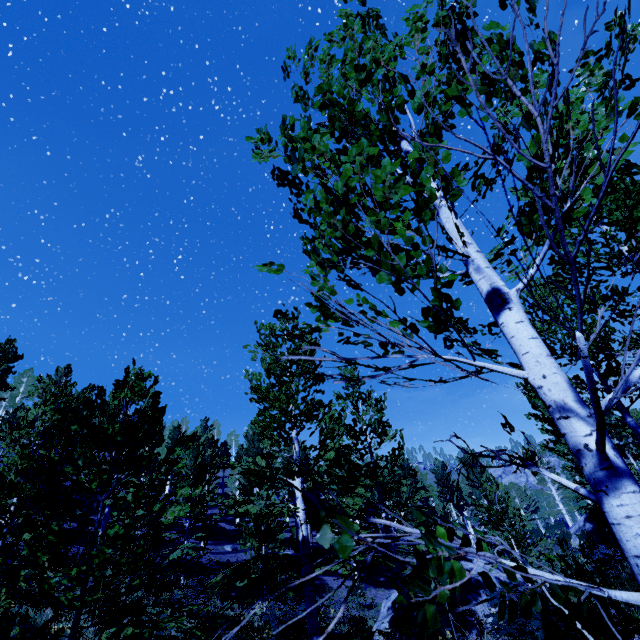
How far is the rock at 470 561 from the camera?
14.9 meters

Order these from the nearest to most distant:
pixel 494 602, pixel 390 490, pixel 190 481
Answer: pixel 494 602 < pixel 390 490 < pixel 190 481

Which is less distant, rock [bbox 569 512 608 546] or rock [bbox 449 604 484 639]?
rock [bbox 449 604 484 639]

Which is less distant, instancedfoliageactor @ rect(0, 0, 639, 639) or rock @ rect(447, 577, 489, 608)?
instancedfoliageactor @ rect(0, 0, 639, 639)

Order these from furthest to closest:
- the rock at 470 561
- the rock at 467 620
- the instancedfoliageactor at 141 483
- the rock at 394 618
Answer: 1. the rock at 470 561
2. the rock at 394 618
3. the rock at 467 620
4. the instancedfoliageactor at 141 483

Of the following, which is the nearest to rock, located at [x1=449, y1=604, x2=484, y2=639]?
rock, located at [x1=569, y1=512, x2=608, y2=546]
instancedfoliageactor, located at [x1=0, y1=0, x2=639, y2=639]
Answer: instancedfoliageactor, located at [x1=0, y1=0, x2=639, y2=639]

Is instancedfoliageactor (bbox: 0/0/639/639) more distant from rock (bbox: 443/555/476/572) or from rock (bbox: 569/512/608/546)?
rock (bbox: 443/555/476/572)
